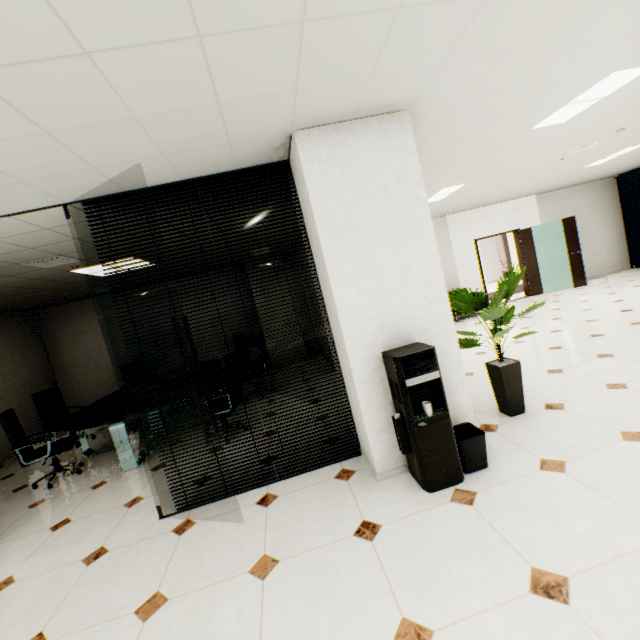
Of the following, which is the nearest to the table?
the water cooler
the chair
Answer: the chair

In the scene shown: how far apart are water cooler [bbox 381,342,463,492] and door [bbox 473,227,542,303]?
8.20m

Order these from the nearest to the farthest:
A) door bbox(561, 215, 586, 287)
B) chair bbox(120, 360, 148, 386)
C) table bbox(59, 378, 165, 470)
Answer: table bbox(59, 378, 165, 470)
chair bbox(120, 360, 148, 386)
door bbox(561, 215, 586, 287)

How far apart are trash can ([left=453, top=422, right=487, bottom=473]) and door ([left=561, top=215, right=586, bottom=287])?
9.3 meters

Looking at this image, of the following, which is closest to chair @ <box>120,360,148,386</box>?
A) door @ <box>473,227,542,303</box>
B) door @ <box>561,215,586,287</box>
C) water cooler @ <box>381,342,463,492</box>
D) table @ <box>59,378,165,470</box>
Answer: table @ <box>59,378,165,470</box>

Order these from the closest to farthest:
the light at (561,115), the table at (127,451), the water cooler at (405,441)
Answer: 1. the water cooler at (405,441)
2. the light at (561,115)
3. the table at (127,451)

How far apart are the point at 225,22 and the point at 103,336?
8.86m

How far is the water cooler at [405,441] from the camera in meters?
2.4 m
